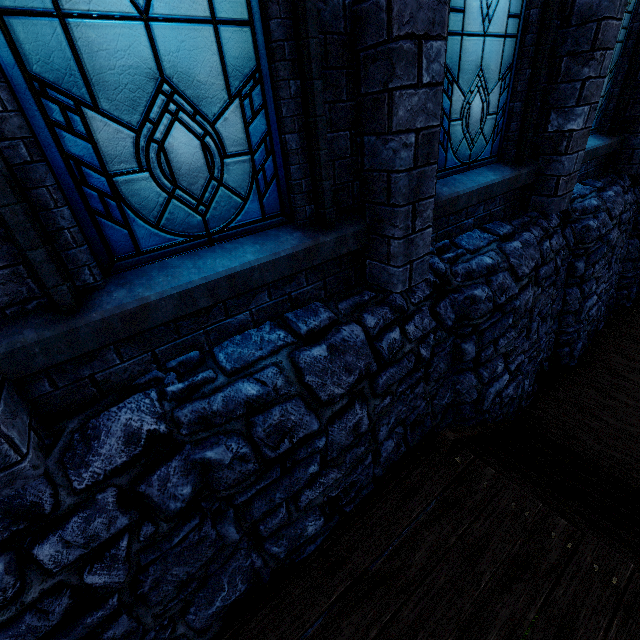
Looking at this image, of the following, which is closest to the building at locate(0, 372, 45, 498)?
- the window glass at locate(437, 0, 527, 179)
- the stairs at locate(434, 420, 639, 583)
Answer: the window glass at locate(437, 0, 527, 179)

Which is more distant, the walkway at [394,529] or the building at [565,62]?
the building at [565,62]

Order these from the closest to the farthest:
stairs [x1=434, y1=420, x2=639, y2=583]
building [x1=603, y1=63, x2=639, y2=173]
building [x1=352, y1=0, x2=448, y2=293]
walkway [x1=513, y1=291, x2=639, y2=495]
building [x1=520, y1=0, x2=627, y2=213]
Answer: building [x1=352, y1=0, x2=448, y2=293]
stairs [x1=434, y1=420, x2=639, y2=583]
building [x1=520, y1=0, x2=627, y2=213]
walkway [x1=513, y1=291, x2=639, y2=495]
building [x1=603, y1=63, x2=639, y2=173]

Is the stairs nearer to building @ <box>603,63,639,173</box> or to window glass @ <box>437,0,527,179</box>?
building @ <box>603,63,639,173</box>

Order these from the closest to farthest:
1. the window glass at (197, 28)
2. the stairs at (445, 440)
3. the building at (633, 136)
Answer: Result:
1. the window glass at (197, 28)
2. the stairs at (445, 440)
3. the building at (633, 136)

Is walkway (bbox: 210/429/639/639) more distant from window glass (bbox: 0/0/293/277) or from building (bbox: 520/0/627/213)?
window glass (bbox: 0/0/293/277)

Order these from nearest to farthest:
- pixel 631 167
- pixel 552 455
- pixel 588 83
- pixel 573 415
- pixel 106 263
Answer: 1. pixel 106 263
2. pixel 588 83
3. pixel 552 455
4. pixel 573 415
5. pixel 631 167
